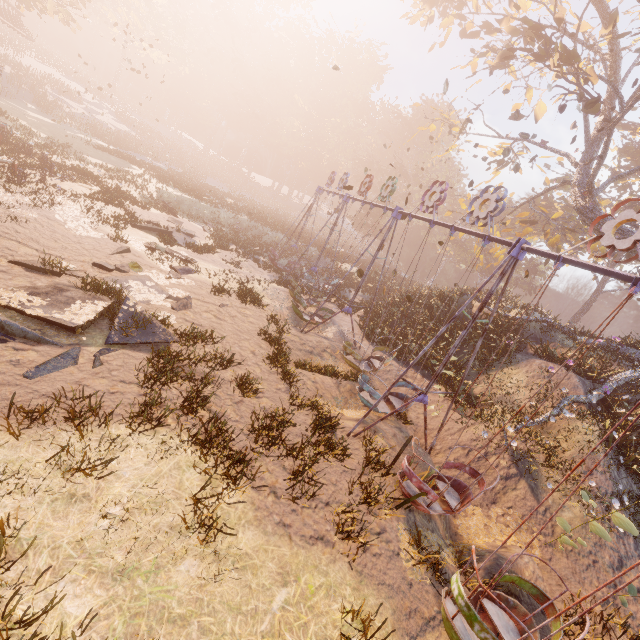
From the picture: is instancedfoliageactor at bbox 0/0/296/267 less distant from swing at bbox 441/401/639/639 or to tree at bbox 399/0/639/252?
swing at bbox 441/401/639/639

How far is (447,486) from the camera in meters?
8.1

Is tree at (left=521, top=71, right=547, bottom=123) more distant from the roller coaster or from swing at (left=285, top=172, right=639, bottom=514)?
the roller coaster

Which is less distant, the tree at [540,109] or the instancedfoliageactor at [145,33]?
the instancedfoliageactor at [145,33]

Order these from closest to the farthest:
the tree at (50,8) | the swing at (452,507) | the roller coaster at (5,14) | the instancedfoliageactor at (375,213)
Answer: the swing at (452,507) → the tree at (50,8) → the roller coaster at (5,14) → the instancedfoliageactor at (375,213)

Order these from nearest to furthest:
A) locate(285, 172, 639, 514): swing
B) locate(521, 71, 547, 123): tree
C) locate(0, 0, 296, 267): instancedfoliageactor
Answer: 1. locate(285, 172, 639, 514): swing
2. locate(0, 0, 296, 267): instancedfoliageactor
3. locate(521, 71, 547, 123): tree

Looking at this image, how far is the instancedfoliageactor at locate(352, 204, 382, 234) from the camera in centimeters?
4506cm

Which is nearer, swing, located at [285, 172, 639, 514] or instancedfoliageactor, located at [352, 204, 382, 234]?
swing, located at [285, 172, 639, 514]
